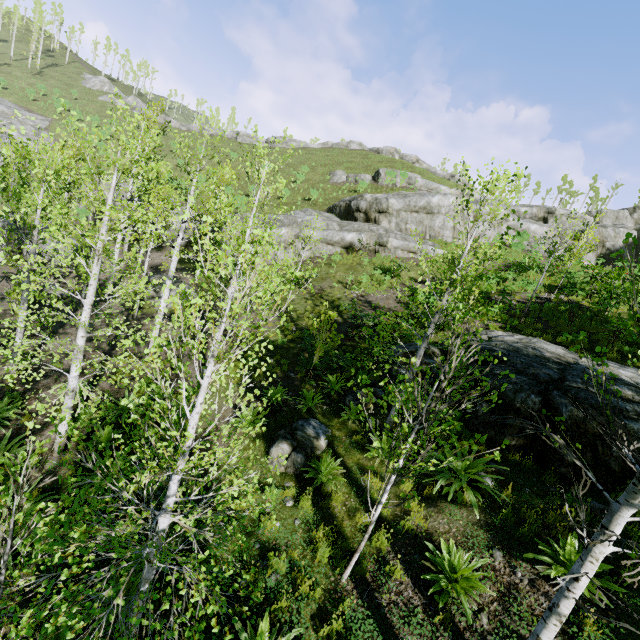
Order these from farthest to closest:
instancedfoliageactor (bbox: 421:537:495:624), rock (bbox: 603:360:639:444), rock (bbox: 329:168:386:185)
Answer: rock (bbox: 329:168:386:185) → rock (bbox: 603:360:639:444) → instancedfoliageactor (bbox: 421:537:495:624)

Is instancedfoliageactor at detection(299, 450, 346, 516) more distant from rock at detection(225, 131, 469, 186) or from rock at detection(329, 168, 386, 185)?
rock at detection(225, 131, 469, 186)

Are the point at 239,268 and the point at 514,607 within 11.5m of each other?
yes

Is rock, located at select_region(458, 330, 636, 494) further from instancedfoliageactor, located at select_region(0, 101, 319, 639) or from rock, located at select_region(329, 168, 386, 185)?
rock, located at select_region(329, 168, 386, 185)

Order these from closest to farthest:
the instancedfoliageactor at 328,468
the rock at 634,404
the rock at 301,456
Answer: the rock at 634,404 → the instancedfoliageactor at 328,468 → the rock at 301,456

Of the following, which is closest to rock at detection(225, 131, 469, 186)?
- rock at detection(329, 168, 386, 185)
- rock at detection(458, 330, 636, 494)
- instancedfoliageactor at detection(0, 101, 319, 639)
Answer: rock at detection(329, 168, 386, 185)

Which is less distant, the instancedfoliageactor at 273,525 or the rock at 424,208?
the instancedfoliageactor at 273,525

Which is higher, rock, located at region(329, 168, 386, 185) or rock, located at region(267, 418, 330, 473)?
rock, located at region(329, 168, 386, 185)
